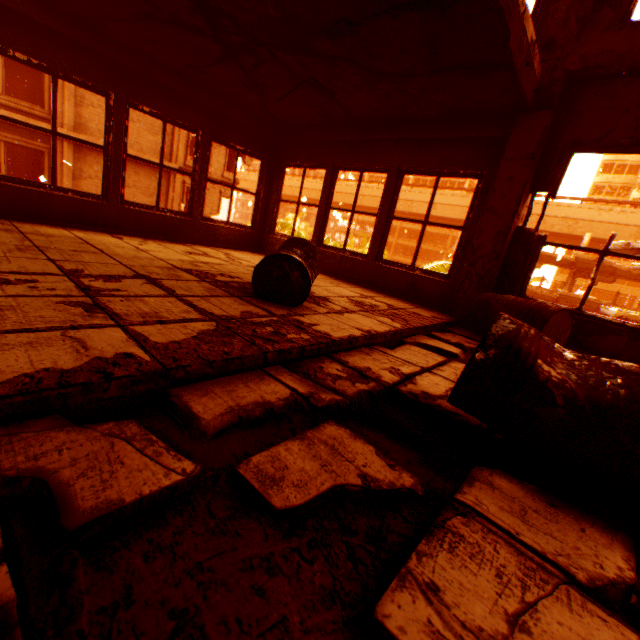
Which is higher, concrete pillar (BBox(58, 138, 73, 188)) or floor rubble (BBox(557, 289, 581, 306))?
concrete pillar (BBox(58, 138, 73, 188))

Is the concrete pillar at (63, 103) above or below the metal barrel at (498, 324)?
above

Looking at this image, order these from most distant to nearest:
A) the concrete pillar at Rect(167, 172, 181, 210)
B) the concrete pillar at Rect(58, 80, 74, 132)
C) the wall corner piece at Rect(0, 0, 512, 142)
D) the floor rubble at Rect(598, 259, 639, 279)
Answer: the floor rubble at Rect(598, 259, 639, 279) < the concrete pillar at Rect(167, 172, 181, 210) < the concrete pillar at Rect(58, 80, 74, 132) < the wall corner piece at Rect(0, 0, 512, 142)

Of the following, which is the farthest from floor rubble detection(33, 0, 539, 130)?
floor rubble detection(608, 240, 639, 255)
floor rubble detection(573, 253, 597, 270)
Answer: floor rubble detection(573, 253, 597, 270)

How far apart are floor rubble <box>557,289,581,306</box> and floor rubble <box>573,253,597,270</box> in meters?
2.5 m

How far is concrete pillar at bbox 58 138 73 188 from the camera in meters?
14.2

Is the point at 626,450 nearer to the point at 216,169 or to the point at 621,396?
the point at 621,396

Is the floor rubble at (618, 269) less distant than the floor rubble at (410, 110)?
No
